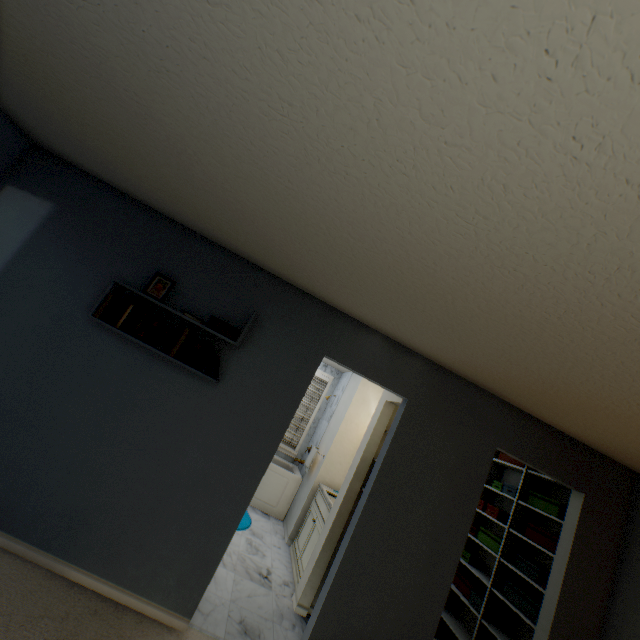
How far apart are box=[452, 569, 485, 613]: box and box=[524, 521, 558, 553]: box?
0.9 meters

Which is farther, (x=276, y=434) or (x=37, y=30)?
→ (x=276, y=434)

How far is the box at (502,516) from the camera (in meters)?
3.66

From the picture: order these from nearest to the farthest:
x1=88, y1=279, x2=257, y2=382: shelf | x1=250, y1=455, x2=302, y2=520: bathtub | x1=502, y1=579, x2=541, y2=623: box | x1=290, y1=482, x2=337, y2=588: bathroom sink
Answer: x1=88, y1=279, x2=257, y2=382: shelf, x1=502, y1=579, x2=541, y2=623: box, x1=290, y1=482, x2=337, y2=588: bathroom sink, x1=250, y1=455, x2=302, y2=520: bathtub

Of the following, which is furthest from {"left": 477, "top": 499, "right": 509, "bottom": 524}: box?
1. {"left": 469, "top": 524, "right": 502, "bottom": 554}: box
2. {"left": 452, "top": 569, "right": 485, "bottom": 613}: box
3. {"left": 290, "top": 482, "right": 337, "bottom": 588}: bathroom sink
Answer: {"left": 290, "top": 482, "right": 337, "bottom": 588}: bathroom sink

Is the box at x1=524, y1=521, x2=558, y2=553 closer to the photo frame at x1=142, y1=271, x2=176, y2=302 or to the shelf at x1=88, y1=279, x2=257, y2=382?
the shelf at x1=88, y1=279, x2=257, y2=382

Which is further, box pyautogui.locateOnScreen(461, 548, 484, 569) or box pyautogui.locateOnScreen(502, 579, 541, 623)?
box pyautogui.locateOnScreen(461, 548, 484, 569)

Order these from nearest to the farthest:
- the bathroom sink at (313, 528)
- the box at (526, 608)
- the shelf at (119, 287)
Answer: the shelf at (119, 287) → the box at (526, 608) → the bathroom sink at (313, 528)
